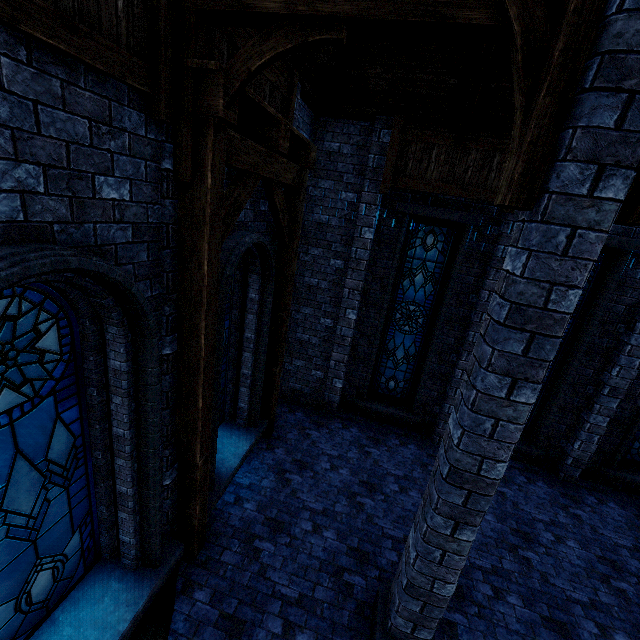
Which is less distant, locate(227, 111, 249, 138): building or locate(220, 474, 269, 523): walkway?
locate(227, 111, 249, 138): building

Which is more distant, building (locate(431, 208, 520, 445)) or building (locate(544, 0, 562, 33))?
building (locate(431, 208, 520, 445))

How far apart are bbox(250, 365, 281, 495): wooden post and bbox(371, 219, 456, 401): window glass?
2.1 meters

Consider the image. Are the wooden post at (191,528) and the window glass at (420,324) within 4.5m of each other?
no

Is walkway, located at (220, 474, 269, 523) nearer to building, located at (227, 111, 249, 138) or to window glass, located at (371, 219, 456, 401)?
building, located at (227, 111, 249, 138)

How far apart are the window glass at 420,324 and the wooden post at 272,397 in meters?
2.1

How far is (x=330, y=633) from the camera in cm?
426

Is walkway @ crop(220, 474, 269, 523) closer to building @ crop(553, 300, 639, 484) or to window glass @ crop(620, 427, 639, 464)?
building @ crop(553, 300, 639, 484)
